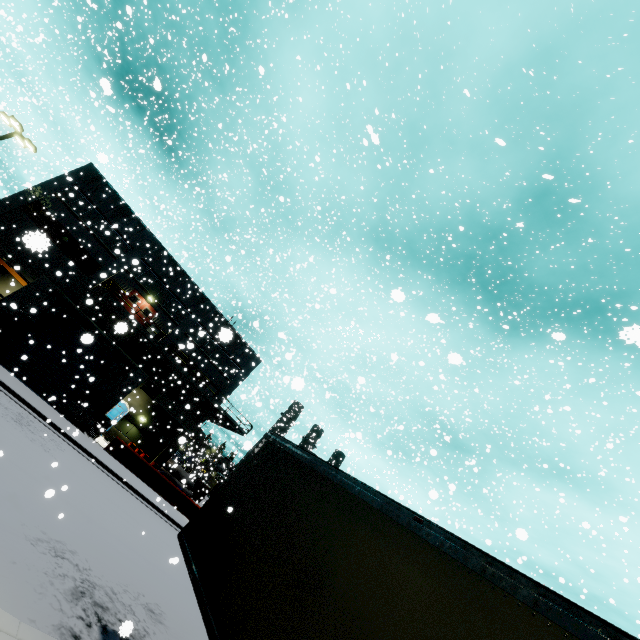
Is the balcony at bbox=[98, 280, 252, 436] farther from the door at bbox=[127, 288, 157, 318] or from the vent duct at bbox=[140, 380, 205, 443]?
the door at bbox=[127, 288, 157, 318]

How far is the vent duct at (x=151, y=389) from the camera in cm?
2914

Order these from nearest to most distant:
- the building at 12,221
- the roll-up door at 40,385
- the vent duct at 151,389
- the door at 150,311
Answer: the roll-up door at 40,385, the building at 12,221, the vent duct at 151,389, the door at 150,311

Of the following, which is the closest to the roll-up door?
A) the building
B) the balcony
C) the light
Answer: the building

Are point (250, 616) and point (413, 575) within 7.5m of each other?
yes

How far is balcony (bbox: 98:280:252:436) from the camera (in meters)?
26.39

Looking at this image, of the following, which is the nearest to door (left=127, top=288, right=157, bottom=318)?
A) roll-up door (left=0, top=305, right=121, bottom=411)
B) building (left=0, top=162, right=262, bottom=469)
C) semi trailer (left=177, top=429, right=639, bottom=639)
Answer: building (left=0, top=162, right=262, bottom=469)

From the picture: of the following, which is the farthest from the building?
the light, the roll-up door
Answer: the light
